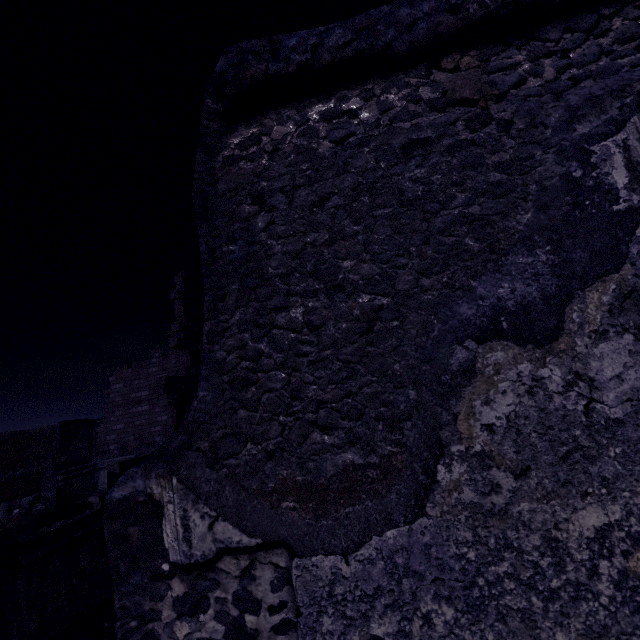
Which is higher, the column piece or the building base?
the building base

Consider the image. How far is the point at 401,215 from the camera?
1.02m

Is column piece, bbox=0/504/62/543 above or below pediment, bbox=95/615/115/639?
above

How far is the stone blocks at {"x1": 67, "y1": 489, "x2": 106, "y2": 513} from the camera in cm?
1411

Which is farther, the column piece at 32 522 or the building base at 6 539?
the column piece at 32 522

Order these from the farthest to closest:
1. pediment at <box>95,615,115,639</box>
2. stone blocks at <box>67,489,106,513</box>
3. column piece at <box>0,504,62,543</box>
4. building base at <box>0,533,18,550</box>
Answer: stone blocks at <box>67,489,106,513</box> < column piece at <box>0,504,62,543</box> < building base at <box>0,533,18,550</box> < pediment at <box>95,615,115,639</box>

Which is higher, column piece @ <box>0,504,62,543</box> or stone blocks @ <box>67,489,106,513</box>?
column piece @ <box>0,504,62,543</box>

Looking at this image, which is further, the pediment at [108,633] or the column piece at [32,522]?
the column piece at [32,522]
